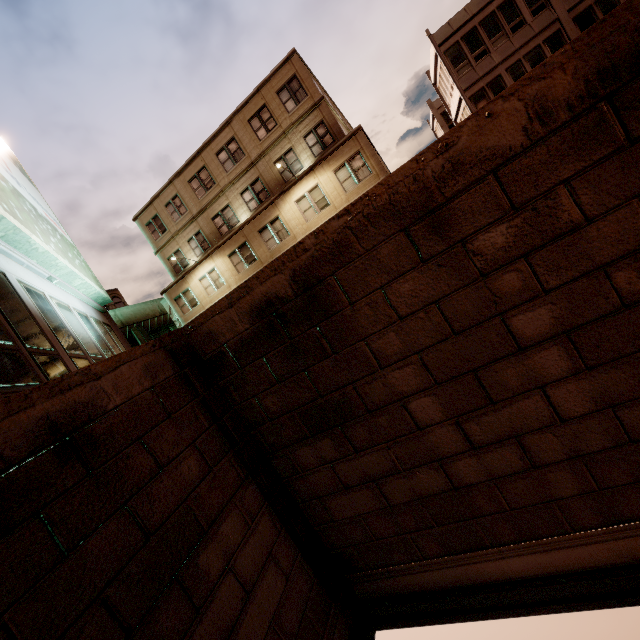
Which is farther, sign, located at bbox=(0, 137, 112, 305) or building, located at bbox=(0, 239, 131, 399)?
sign, located at bbox=(0, 137, 112, 305)

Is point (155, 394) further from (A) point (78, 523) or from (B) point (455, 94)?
(B) point (455, 94)

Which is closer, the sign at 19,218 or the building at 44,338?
the building at 44,338

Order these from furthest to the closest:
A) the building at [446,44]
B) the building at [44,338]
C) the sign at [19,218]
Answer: the building at [446,44]
the sign at [19,218]
the building at [44,338]

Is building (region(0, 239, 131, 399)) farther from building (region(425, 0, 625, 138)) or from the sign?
building (region(425, 0, 625, 138))

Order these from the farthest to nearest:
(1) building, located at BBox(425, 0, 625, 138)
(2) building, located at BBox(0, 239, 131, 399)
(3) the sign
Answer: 1. (1) building, located at BBox(425, 0, 625, 138)
2. (3) the sign
3. (2) building, located at BBox(0, 239, 131, 399)
